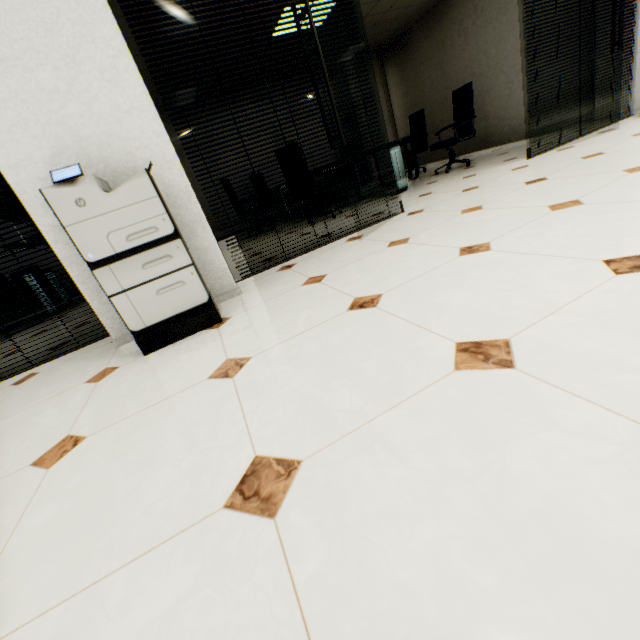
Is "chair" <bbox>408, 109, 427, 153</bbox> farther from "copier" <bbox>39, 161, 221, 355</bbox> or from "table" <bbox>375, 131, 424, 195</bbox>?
"copier" <bbox>39, 161, 221, 355</bbox>

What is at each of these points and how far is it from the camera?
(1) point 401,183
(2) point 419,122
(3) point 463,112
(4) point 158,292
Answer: (1) table, 5.0m
(2) chair, 6.7m
(3) chair, 5.3m
(4) copier, 2.0m

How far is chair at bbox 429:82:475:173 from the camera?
5.1m

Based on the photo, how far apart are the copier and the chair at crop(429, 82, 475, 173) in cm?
476

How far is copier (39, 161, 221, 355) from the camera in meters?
1.7

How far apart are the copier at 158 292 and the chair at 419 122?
6.0 meters

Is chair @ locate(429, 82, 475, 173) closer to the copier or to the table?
the table

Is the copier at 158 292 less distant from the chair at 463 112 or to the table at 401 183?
the table at 401 183
